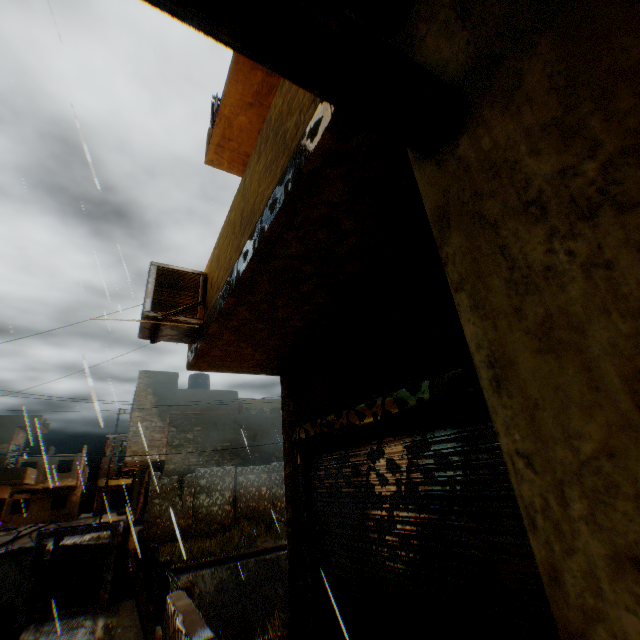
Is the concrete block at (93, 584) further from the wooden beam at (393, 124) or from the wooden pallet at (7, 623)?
the wooden beam at (393, 124)

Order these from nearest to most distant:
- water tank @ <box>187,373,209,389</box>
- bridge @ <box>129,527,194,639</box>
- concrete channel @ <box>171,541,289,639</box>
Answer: bridge @ <box>129,527,194,639</box> → concrete channel @ <box>171,541,289,639</box> → water tank @ <box>187,373,209,389</box>

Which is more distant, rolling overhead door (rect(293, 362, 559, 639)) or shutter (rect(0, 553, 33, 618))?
shutter (rect(0, 553, 33, 618))

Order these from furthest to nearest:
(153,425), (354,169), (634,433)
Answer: (153,425) → (354,169) → (634,433)

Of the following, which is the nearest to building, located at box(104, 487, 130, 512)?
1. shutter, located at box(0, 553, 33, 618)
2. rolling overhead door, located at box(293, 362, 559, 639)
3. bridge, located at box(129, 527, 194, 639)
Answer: rolling overhead door, located at box(293, 362, 559, 639)

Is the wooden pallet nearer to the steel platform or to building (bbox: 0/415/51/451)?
the steel platform

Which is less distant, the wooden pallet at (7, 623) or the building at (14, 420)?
the wooden pallet at (7, 623)

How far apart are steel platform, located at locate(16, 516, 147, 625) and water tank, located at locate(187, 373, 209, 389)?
16.2m
